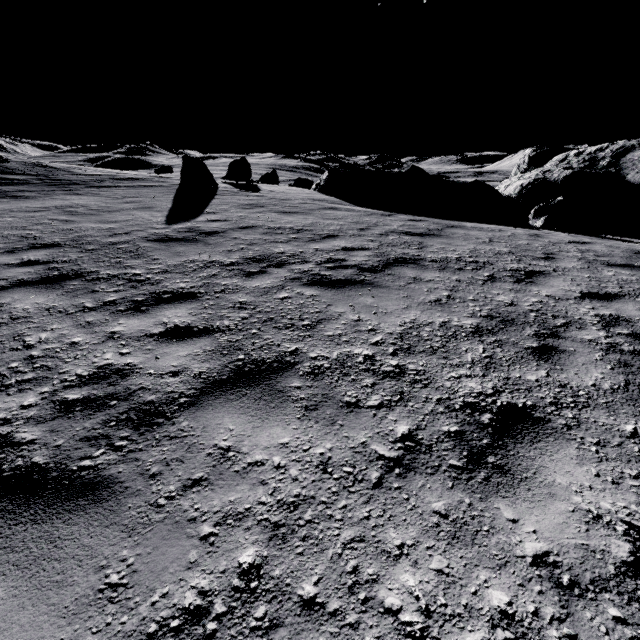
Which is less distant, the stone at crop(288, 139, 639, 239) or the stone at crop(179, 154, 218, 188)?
the stone at crop(179, 154, 218, 188)

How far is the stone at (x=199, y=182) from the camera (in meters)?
13.35

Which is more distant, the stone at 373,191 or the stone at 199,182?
the stone at 373,191

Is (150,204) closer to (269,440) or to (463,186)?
(269,440)

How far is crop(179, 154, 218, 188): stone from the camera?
13.4m
